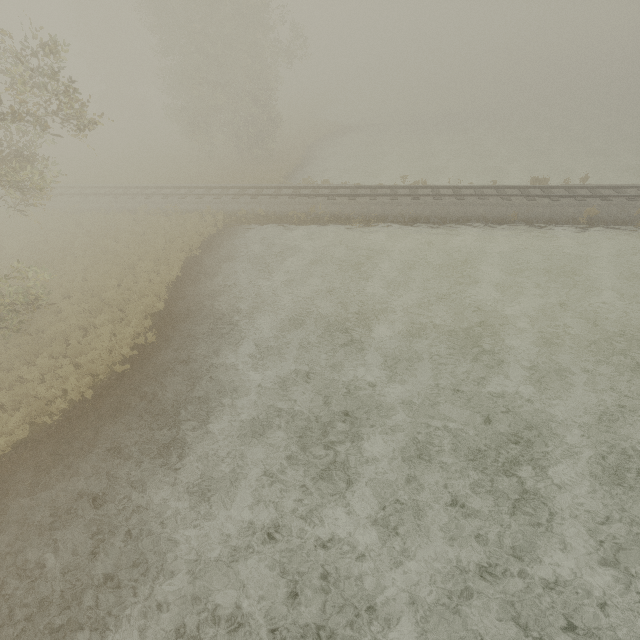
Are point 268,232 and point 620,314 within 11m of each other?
no
